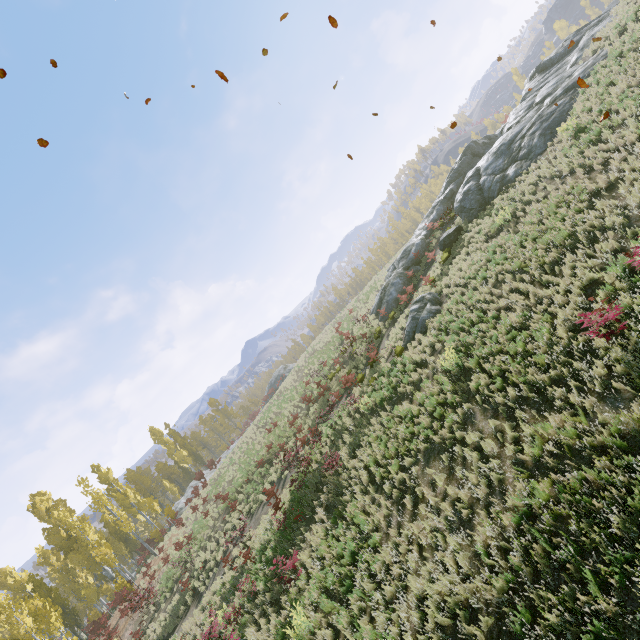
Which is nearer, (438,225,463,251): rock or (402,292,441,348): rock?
(402,292,441,348): rock

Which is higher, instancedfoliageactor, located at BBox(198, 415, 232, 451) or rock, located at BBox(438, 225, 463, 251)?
instancedfoliageactor, located at BBox(198, 415, 232, 451)

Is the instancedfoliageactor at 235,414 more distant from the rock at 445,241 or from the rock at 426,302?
the rock at 426,302

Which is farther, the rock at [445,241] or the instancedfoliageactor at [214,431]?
the instancedfoliageactor at [214,431]

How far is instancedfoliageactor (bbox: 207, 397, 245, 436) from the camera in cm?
5566

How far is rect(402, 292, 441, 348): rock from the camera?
15.8 meters

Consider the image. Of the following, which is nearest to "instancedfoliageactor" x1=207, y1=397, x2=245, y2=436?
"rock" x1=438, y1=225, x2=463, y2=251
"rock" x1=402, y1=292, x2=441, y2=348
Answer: "rock" x1=438, y1=225, x2=463, y2=251

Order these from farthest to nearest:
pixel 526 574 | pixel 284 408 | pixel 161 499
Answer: pixel 161 499 < pixel 284 408 < pixel 526 574
